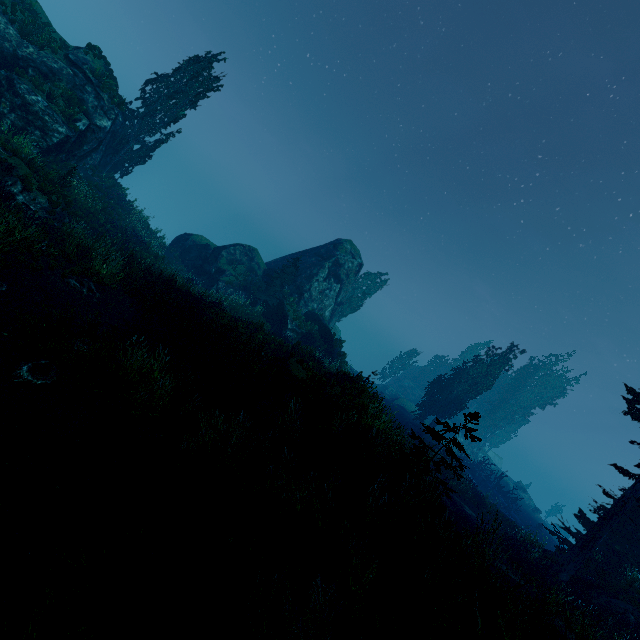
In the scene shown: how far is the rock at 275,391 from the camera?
9.66m

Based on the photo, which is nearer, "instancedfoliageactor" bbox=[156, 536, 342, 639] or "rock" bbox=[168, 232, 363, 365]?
"instancedfoliageactor" bbox=[156, 536, 342, 639]

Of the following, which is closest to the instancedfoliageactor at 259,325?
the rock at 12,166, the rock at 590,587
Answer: the rock at 590,587

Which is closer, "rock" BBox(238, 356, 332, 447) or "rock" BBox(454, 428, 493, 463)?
"rock" BBox(238, 356, 332, 447)

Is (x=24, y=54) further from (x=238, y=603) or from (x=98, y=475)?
(x=238, y=603)

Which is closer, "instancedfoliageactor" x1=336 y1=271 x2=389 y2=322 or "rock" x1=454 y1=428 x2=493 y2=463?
"instancedfoliageactor" x1=336 y1=271 x2=389 y2=322

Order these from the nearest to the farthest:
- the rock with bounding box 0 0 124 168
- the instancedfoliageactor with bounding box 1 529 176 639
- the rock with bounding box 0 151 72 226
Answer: the instancedfoliageactor with bounding box 1 529 176 639 < the rock with bounding box 0 151 72 226 < the rock with bounding box 0 0 124 168

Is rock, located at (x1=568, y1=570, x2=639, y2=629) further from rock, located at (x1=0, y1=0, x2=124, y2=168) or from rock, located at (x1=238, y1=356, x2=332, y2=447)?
rock, located at (x1=0, y1=0, x2=124, y2=168)
